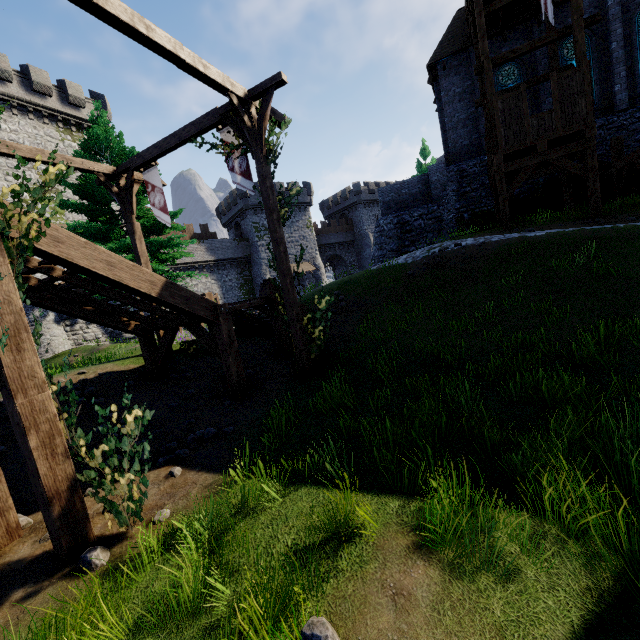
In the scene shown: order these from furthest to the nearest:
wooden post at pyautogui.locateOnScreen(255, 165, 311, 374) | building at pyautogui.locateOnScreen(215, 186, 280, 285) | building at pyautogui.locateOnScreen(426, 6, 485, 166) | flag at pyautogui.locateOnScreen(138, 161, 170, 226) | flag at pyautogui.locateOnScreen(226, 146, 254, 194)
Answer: building at pyautogui.locateOnScreen(215, 186, 280, 285) < building at pyautogui.locateOnScreen(426, 6, 485, 166) < flag at pyautogui.locateOnScreen(138, 161, 170, 226) < flag at pyautogui.locateOnScreen(226, 146, 254, 194) < wooden post at pyautogui.locateOnScreen(255, 165, 311, 374)

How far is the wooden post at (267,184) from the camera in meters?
8.6

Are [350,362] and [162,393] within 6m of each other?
yes

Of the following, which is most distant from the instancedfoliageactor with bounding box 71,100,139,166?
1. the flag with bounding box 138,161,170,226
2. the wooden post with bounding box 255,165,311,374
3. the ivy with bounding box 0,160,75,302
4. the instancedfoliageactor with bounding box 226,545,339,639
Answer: the instancedfoliageactor with bounding box 226,545,339,639

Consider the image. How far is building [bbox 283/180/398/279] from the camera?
46.6m

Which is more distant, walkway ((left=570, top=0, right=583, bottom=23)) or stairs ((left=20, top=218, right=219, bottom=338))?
walkway ((left=570, top=0, right=583, bottom=23))

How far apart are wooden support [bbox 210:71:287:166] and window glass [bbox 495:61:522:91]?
15.7m

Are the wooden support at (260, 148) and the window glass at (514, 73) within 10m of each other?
no
